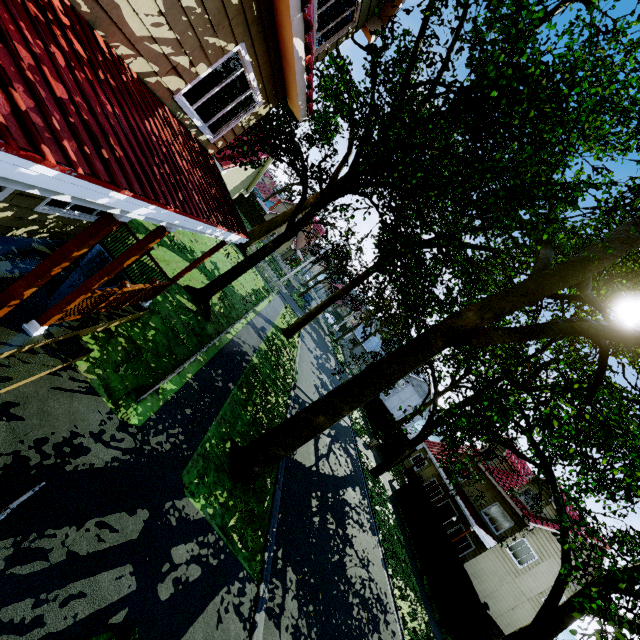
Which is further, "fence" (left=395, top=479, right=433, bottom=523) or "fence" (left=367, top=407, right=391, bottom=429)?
"fence" (left=367, top=407, right=391, bottom=429)

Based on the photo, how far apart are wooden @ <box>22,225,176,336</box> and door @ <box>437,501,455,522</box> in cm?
2761

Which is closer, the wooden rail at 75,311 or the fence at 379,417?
the wooden rail at 75,311

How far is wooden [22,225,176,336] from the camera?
4.6m

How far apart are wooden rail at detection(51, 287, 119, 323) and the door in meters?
26.0

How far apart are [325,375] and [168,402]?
21.0m

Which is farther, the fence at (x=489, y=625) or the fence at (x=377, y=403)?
the fence at (x=377, y=403)
